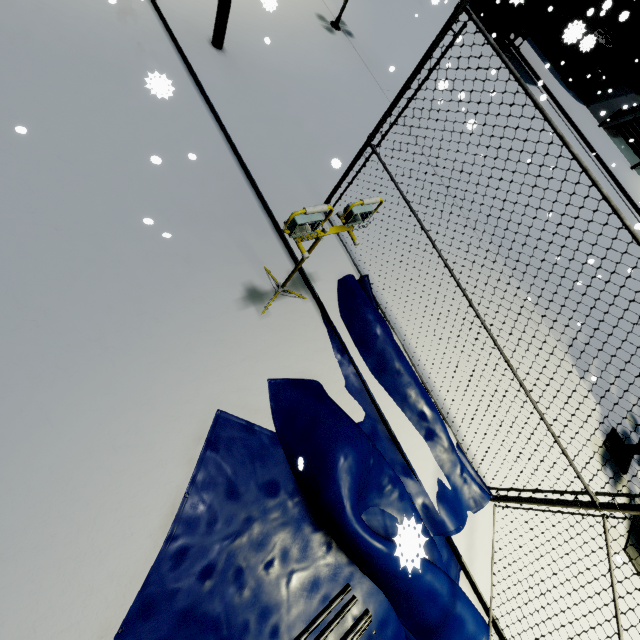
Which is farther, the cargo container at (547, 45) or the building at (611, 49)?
the building at (611, 49)

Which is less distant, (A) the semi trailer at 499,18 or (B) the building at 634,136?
(A) the semi trailer at 499,18

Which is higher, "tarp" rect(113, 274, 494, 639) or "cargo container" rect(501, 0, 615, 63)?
"cargo container" rect(501, 0, 615, 63)

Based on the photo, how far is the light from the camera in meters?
2.9 m

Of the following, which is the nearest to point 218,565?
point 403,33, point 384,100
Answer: point 384,100

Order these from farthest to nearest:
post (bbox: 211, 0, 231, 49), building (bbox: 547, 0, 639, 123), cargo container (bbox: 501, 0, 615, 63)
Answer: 1. building (bbox: 547, 0, 639, 123)
2. cargo container (bbox: 501, 0, 615, 63)
3. post (bbox: 211, 0, 231, 49)

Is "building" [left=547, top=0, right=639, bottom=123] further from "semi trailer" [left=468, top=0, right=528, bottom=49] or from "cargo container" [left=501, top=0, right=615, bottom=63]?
"semi trailer" [left=468, top=0, right=528, bottom=49]

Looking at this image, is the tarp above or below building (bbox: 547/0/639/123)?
below
